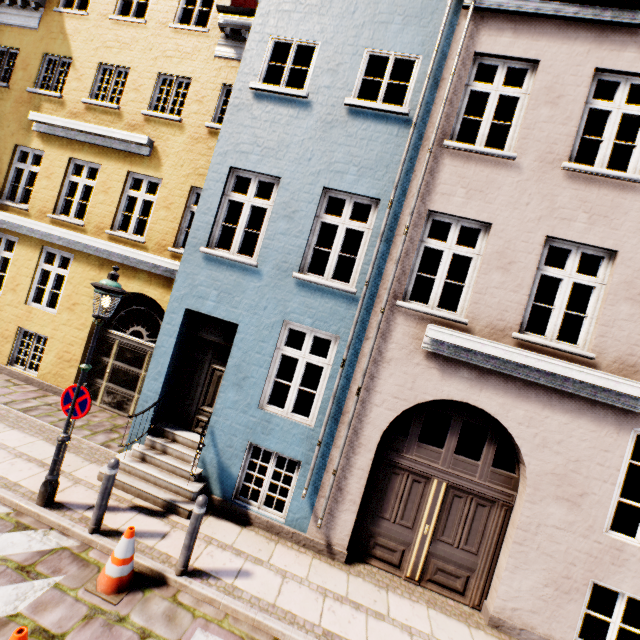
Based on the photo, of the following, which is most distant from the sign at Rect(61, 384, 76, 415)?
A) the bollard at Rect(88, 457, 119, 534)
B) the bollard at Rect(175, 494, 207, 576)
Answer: the bollard at Rect(175, 494, 207, 576)

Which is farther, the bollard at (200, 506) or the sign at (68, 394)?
the sign at (68, 394)

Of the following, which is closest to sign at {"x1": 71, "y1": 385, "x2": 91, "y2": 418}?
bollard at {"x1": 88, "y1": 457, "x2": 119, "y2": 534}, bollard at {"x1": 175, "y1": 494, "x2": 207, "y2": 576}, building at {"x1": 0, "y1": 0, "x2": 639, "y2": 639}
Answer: bollard at {"x1": 88, "y1": 457, "x2": 119, "y2": 534}

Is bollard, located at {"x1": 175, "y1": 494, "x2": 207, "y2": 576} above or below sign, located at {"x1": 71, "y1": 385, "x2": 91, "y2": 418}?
below

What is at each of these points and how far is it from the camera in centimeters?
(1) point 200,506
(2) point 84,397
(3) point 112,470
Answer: (1) bollard, 448cm
(2) sign, 501cm
(3) bollard, 475cm

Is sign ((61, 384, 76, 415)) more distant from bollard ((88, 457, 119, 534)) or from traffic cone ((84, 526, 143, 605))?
A: traffic cone ((84, 526, 143, 605))

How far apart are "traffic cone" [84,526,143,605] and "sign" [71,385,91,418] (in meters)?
1.88

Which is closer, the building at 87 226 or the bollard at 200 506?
the bollard at 200 506
